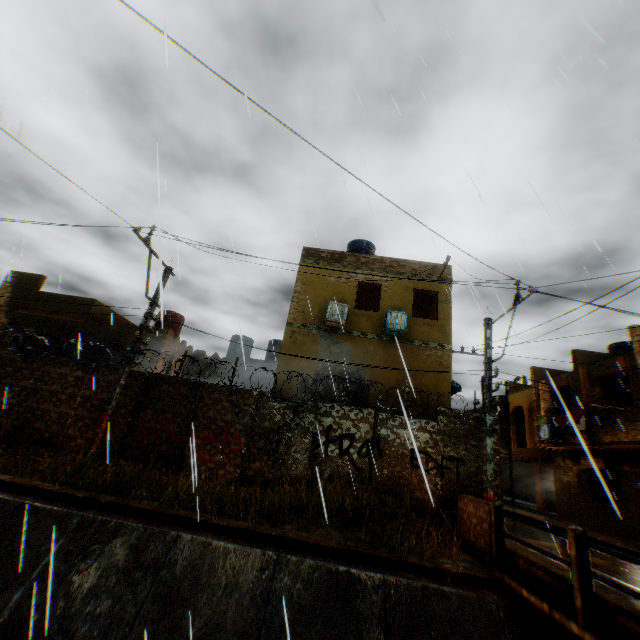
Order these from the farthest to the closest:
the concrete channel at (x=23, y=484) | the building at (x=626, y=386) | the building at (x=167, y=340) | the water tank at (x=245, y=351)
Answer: the water tank at (x=245, y=351) < the building at (x=167, y=340) < the building at (x=626, y=386) < the concrete channel at (x=23, y=484)

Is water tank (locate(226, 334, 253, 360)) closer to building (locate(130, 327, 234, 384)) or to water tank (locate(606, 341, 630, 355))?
building (locate(130, 327, 234, 384))

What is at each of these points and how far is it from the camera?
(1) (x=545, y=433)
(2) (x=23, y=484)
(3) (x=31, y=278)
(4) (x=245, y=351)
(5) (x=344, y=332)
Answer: (1) air conditioner, 17.8m
(2) concrete channel, 7.7m
(3) building, 18.8m
(4) water tank, 22.6m
(5) building, 13.6m

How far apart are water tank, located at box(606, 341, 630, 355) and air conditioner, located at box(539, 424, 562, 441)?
5.0m

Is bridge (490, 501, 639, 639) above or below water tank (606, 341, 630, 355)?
below

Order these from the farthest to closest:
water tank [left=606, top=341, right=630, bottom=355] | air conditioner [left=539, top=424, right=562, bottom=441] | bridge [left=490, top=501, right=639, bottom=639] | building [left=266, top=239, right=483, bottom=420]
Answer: water tank [left=606, top=341, right=630, bottom=355], air conditioner [left=539, top=424, right=562, bottom=441], building [left=266, top=239, right=483, bottom=420], bridge [left=490, top=501, right=639, bottom=639]

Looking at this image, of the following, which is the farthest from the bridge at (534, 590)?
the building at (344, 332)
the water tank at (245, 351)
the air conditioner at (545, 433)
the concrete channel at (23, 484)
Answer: the water tank at (245, 351)

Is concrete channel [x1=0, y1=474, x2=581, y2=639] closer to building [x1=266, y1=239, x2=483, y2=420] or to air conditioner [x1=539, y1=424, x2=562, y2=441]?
building [x1=266, y1=239, x2=483, y2=420]
